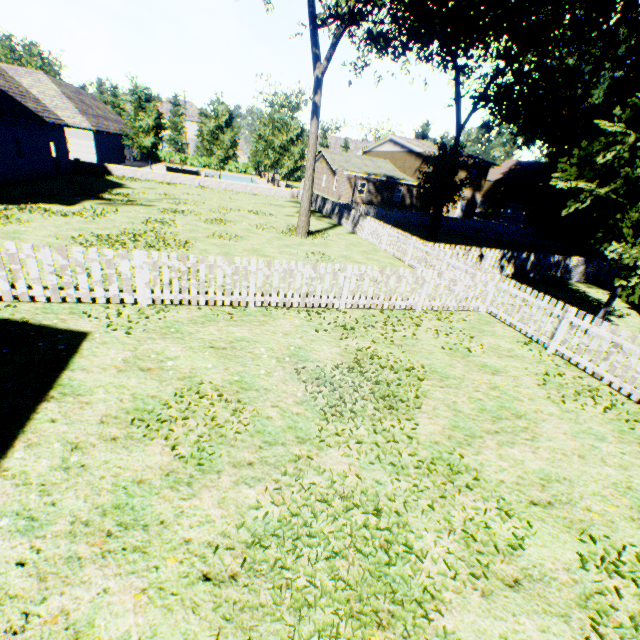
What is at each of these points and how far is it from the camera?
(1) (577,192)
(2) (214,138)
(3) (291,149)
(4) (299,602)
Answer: (1) plant, 9.2 meters
(2) tree, 31.6 meters
(3) tree, 32.9 meters
(4) plant, 2.8 meters

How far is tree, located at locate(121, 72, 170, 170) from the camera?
28.3 meters

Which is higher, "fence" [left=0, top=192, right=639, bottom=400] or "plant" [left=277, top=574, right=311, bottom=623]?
"fence" [left=0, top=192, right=639, bottom=400]

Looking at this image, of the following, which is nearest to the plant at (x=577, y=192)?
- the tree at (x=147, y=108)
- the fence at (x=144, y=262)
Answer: the fence at (x=144, y=262)

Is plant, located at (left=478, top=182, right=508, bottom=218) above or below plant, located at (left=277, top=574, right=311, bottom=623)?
above

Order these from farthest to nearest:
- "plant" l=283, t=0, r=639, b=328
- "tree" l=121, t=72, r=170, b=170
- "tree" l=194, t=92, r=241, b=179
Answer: "tree" l=194, t=92, r=241, b=179
"tree" l=121, t=72, r=170, b=170
"plant" l=283, t=0, r=639, b=328

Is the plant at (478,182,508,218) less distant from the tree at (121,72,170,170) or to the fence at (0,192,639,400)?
the fence at (0,192,639,400)

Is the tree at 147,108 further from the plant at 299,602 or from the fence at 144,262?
the plant at 299,602
